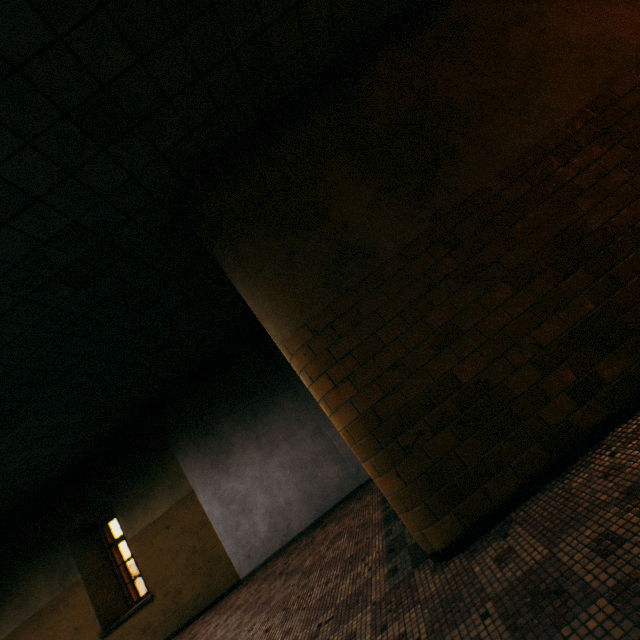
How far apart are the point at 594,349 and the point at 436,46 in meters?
3.3 m
